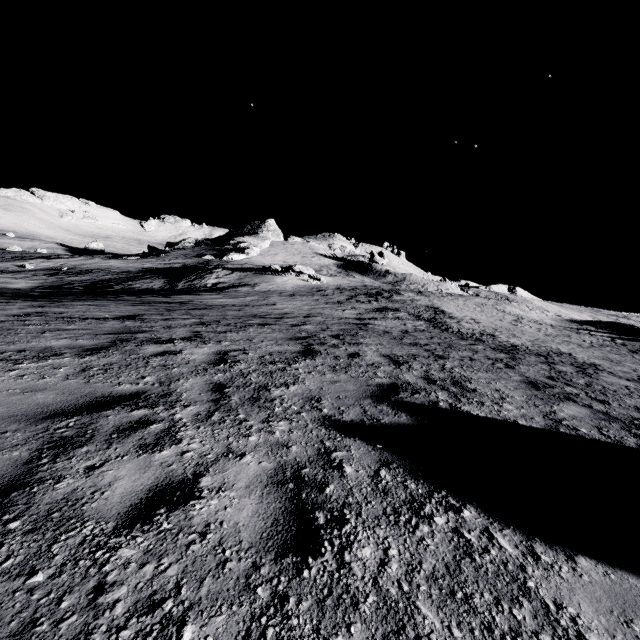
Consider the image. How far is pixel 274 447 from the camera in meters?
3.3
